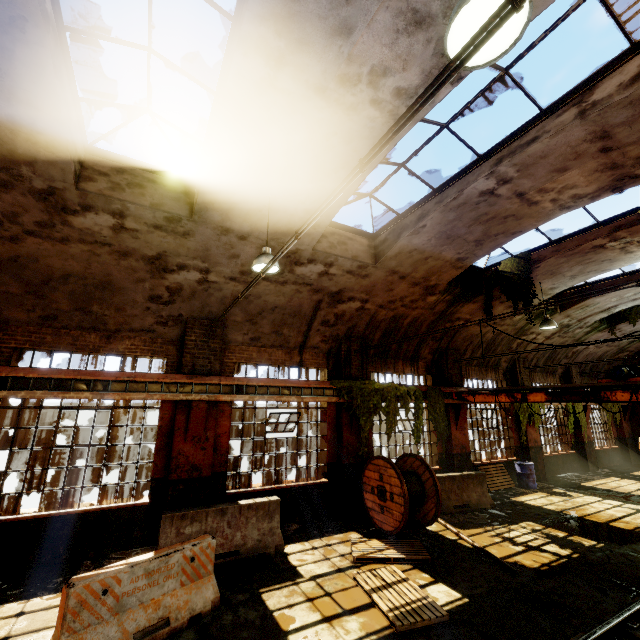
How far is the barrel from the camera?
13.1m

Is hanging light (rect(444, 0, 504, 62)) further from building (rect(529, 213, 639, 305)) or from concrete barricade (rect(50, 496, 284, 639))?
concrete barricade (rect(50, 496, 284, 639))

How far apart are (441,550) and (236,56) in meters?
10.3 m

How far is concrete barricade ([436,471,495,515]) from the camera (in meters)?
10.14

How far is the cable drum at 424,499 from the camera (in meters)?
8.24

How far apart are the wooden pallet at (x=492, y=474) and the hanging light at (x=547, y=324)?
6.2m

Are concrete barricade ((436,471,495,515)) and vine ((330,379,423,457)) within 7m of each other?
yes

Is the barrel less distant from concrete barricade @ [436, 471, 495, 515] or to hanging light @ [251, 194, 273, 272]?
concrete barricade @ [436, 471, 495, 515]
